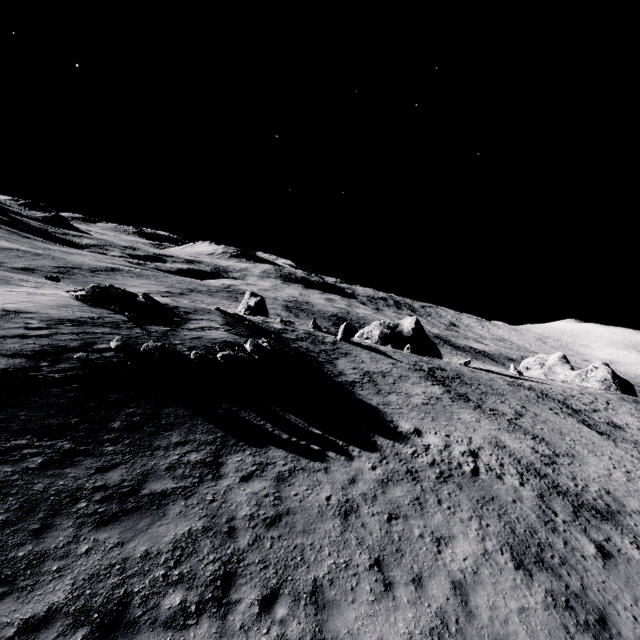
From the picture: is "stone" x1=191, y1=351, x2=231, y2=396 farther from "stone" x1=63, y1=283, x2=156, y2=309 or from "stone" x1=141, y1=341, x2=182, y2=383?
"stone" x1=63, y1=283, x2=156, y2=309

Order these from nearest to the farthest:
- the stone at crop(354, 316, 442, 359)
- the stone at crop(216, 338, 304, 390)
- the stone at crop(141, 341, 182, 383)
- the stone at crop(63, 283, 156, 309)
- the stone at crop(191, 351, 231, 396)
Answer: the stone at crop(141, 341, 182, 383), the stone at crop(191, 351, 231, 396), the stone at crop(216, 338, 304, 390), the stone at crop(63, 283, 156, 309), the stone at crop(354, 316, 442, 359)

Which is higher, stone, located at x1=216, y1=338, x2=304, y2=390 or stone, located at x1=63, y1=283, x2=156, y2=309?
stone, located at x1=63, y1=283, x2=156, y2=309

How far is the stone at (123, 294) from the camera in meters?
21.0

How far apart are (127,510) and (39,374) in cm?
768

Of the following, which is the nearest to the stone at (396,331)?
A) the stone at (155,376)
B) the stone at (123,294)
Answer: the stone at (123,294)

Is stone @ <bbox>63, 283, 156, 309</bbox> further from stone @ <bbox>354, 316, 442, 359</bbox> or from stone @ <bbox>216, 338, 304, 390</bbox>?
stone @ <bbox>354, 316, 442, 359</bbox>
